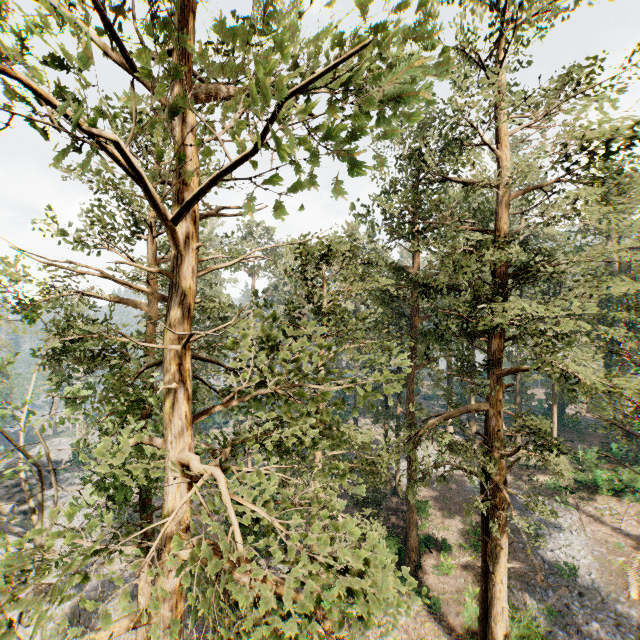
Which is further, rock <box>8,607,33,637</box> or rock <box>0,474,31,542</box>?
rock <box>0,474,31,542</box>

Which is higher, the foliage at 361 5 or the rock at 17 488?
the foliage at 361 5

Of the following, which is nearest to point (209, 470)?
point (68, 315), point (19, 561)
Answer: point (19, 561)

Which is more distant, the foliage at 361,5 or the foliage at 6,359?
the foliage at 6,359

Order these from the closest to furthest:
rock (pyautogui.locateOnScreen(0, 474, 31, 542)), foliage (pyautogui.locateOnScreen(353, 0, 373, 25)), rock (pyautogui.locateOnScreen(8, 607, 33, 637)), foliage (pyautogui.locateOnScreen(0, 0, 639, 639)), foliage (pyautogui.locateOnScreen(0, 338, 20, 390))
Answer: foliage (pyautogui.locateOnScreen(353, 0, 373, 25)) < foliage (pyautogui.locateOnScreen(0, 0, 639, 639)) < foliage (pyautogui.locateOnScreen(0, 338, 20, 390)) < rock (pyautogui.locateOnScreen(8, 607, 33, 637)) < rock (pyautogui.locateOnScreen(0, 474, 31, 542))

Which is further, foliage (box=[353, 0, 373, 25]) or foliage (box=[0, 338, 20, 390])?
foliage (box=[0, 338, 20, 390])
